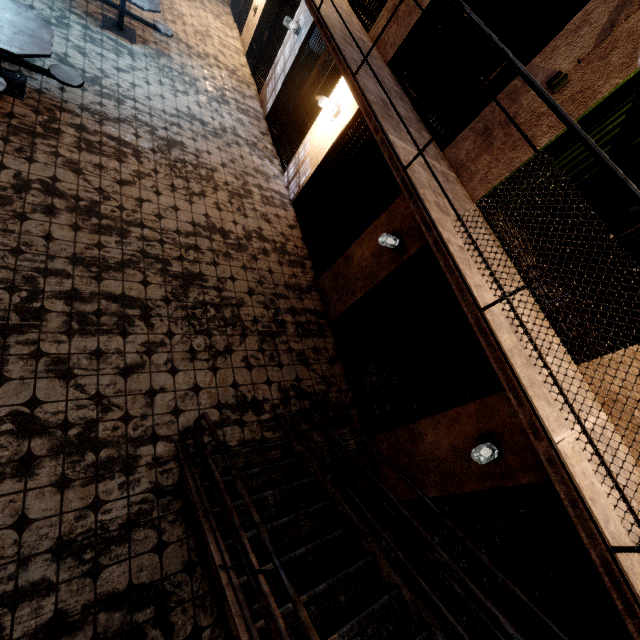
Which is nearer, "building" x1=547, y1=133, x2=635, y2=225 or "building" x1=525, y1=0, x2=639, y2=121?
"building" x1=525, y1=0, x2=639, y2=121

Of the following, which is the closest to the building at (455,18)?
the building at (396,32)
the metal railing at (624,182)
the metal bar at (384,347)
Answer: the building at (396,32)

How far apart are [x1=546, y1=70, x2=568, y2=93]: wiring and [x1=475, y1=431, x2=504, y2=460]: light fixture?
3.63m

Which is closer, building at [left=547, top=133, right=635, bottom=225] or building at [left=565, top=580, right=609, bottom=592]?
building at [left=547, top=133, right=635, bottom=225]

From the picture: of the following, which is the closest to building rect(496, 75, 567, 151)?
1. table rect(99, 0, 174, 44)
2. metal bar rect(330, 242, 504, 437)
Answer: metal bar rect(330, 242, 504, 437)

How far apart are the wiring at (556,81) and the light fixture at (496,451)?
3.6 meters

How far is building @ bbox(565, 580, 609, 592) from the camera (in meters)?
5.19

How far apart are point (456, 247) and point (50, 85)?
6.5 meters
